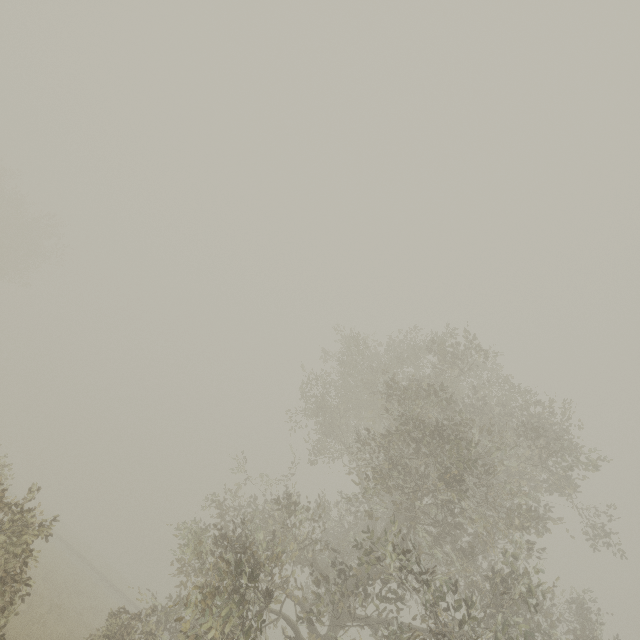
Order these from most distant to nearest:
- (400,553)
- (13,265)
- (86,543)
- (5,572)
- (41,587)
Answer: (86,543)
(13,265)
(41,587)
(400,553)
(5,572)
